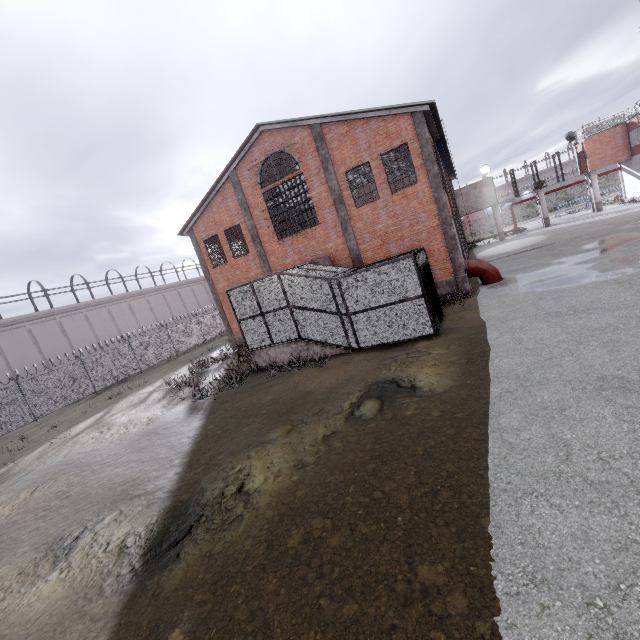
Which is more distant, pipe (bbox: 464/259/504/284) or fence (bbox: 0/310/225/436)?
fence (bbox: 0/310/225/436)

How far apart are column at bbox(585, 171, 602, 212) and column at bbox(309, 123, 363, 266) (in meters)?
30.05

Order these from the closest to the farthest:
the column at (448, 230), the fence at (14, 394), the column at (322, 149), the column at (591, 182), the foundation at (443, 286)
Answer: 1. the column at (448, 230)
2. the foundation at (443, 286)
3. the column at (322, 149)
4. the fence at (14, 394)
5. the column at (591, 182)

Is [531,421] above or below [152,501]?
above

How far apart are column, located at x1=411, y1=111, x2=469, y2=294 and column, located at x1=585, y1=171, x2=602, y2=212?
27.23m

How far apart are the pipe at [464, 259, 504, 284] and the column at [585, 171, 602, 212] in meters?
25.2 m

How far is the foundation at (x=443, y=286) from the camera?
16.4m

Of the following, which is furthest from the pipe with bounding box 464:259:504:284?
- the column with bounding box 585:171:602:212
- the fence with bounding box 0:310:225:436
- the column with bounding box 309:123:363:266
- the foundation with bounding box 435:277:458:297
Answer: the fence with bounding box 0:310:225:436
